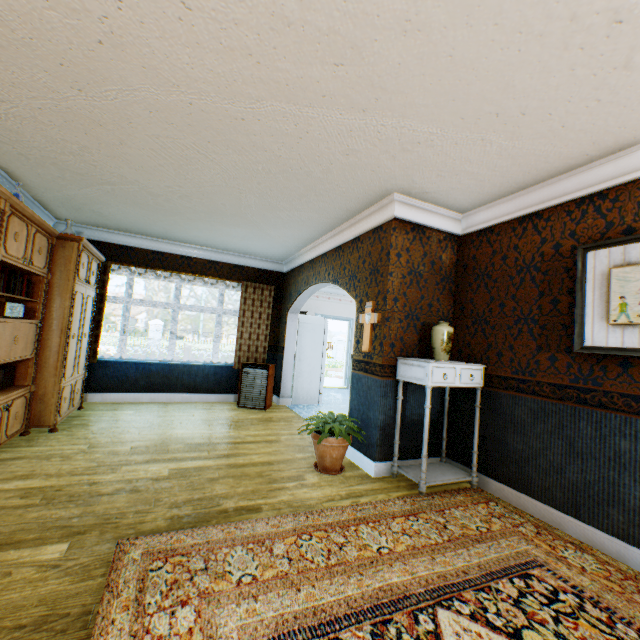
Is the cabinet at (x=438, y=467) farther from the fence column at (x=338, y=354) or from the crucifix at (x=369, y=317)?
the fence column at (x=338, y=354)

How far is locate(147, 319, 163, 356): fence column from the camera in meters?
20.7 m

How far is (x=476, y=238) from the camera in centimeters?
393cm

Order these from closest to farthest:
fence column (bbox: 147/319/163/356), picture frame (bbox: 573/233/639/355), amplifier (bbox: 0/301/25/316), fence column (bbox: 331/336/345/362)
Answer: picture frame (bbox: 573/233/639/355), amplifier (bbox: 0/301/25/316), fence column (bbox: 147/319/163/356), fence column (bbox: 331/336/345/362)

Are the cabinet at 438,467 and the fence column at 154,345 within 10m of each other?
no

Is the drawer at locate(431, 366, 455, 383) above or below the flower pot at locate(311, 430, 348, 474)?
above

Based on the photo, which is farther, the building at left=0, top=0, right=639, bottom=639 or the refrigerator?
the refrigerator

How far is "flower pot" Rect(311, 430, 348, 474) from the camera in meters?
3.5
